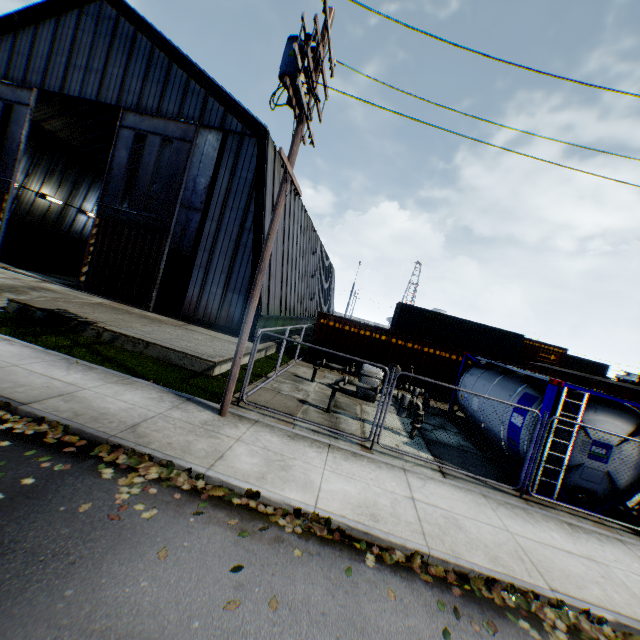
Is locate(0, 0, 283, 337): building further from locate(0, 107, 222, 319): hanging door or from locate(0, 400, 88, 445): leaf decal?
locate(0, 400, 88, 445): leaf decal

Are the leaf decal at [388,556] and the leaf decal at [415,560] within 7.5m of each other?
yes

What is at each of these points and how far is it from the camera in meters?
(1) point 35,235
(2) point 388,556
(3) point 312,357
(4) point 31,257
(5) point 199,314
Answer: (1) storage container, 25.3 m
(2) leaf decal, 4.9 m
(3) storage container, 18.2 m
(4) trash dumpster, 24.2 m
(5) building, 17.5 m

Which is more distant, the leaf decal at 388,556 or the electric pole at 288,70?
the electric pole at 288,70

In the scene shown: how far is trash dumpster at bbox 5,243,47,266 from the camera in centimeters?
2341cm

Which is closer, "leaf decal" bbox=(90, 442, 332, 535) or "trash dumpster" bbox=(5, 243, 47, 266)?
"leaf decal" bbox=(90, 442, 332, 535)

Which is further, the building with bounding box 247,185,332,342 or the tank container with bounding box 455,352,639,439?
the building with bounding box 247,185,332,342

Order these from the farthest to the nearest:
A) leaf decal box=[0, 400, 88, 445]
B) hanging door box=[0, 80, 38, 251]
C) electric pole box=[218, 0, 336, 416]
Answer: hanging door box=[0, 80, 38, 251] → electric pole box=[218, 0, 336, 416] → leaf decal box=[0, 400, 88, 445]
